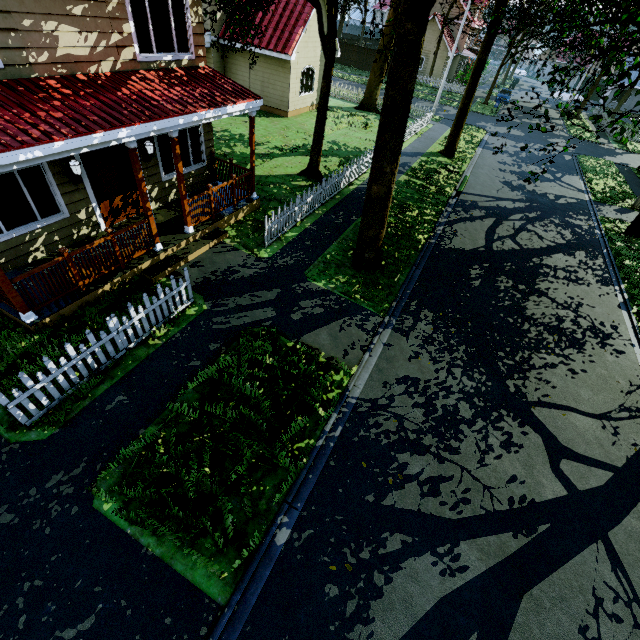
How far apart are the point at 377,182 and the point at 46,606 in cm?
976

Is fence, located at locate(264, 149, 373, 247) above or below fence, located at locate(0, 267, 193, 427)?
below

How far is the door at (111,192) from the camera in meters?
8.2

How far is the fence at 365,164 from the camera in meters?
10.4

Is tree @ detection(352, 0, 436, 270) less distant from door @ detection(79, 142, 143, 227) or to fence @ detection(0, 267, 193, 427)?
fence @ detection(0, 267, 193, 427)

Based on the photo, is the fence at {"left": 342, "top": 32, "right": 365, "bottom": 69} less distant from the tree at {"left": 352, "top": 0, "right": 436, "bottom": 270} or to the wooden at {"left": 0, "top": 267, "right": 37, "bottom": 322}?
the tree at {"left": 352, "top": 0, "right": 436, "bottom": 270}

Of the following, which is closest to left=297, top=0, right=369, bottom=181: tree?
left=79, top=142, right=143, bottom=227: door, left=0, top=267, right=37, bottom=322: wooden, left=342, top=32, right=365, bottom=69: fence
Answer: left=342, top=32, right=365, bottom=69: fence

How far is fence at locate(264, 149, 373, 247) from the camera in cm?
1037
